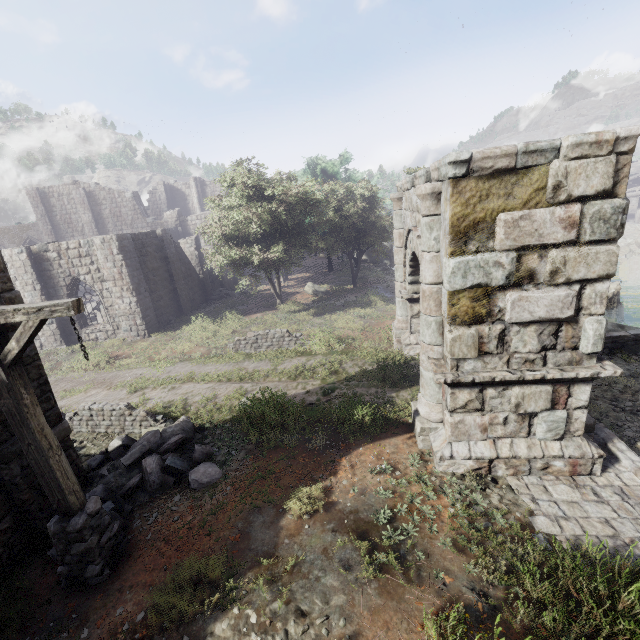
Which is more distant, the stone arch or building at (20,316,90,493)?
building at (20,316,90,493)

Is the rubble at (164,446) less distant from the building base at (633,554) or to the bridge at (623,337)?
the building base at (633,554)

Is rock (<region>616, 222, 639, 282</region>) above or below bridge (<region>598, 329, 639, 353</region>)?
below

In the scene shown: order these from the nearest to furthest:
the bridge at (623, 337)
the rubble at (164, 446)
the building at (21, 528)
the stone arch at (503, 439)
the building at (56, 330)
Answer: the stone arch at (503, 439) → the building at (21, 528) → the building at (56, 330) → the rubble at (164, 446) → the bridge at (623, 337)

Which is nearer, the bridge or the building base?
the building base

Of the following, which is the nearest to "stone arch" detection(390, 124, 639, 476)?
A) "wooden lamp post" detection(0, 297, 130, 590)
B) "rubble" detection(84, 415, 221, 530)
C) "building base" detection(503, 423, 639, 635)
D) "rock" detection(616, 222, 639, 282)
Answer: "building base" detection(503, 423, 639, 635)

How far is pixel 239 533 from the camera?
5.81m

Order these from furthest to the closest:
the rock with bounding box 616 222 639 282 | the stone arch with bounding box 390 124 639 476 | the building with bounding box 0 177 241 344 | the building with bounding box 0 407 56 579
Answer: the rock with bounding box 616 222 639 282, the building with bounding box 0 177 241 344, the building with bounding box 0 407 56 579, the stone arch with bounding box 390 124 639 476
